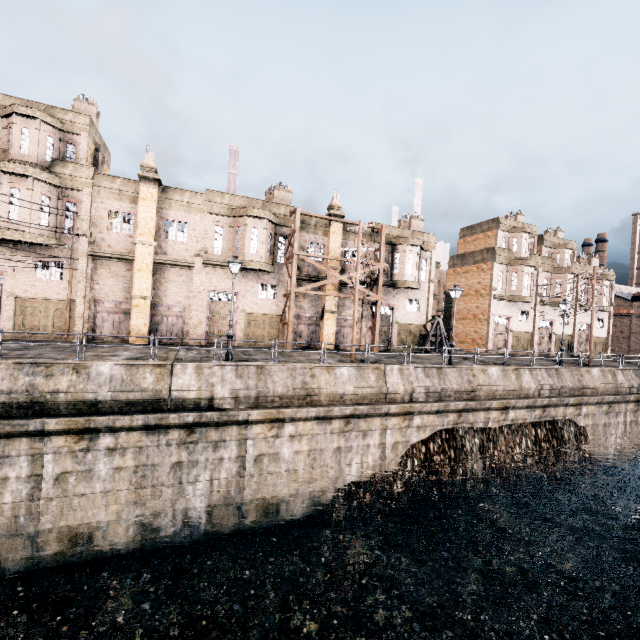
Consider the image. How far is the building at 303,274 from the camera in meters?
28.7 m

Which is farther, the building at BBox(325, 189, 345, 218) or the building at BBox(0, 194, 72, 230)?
the building at BBox(325, 189, 345, 218)

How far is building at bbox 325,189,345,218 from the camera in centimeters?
2922cm

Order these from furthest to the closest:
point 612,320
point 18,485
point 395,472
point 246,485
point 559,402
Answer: point 612,320
point 559,402
point 395,472
point 246,485
point 18,485

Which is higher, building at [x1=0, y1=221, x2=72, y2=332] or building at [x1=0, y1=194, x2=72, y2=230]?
building at [x1=0, y1=194, x2=72, y2=230]

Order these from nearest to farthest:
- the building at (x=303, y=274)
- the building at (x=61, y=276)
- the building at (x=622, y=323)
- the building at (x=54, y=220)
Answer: the building at (x=54, y=220) < the building at (x=61, y=276) < the building at (x=303, y=274) < the building at (x=622, y=323)
